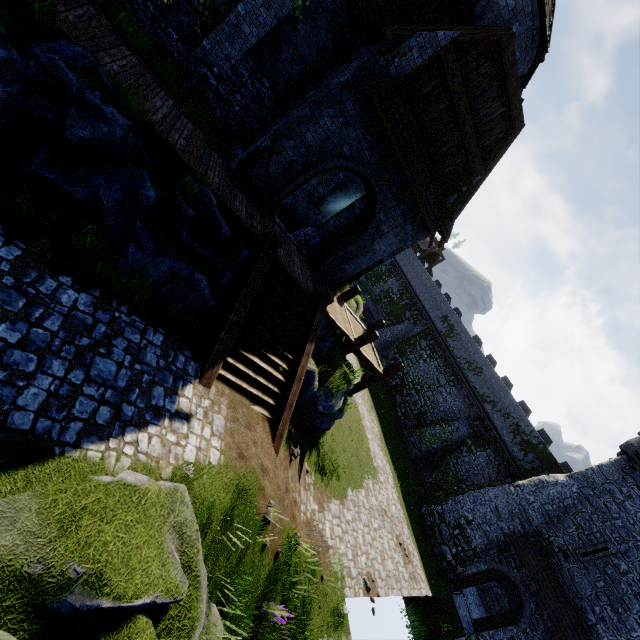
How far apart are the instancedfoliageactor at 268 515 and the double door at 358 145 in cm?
854

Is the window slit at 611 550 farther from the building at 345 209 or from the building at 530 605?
the building at 345 209

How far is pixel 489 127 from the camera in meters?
11.0 m

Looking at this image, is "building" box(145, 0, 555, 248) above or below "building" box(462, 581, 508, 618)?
above

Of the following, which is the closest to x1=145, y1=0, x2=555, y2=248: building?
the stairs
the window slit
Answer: the stairs

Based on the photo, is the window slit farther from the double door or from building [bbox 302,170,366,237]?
the double door

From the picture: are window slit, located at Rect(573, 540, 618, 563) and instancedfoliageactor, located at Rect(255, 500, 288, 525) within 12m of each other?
no

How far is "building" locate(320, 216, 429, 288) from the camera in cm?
1316
